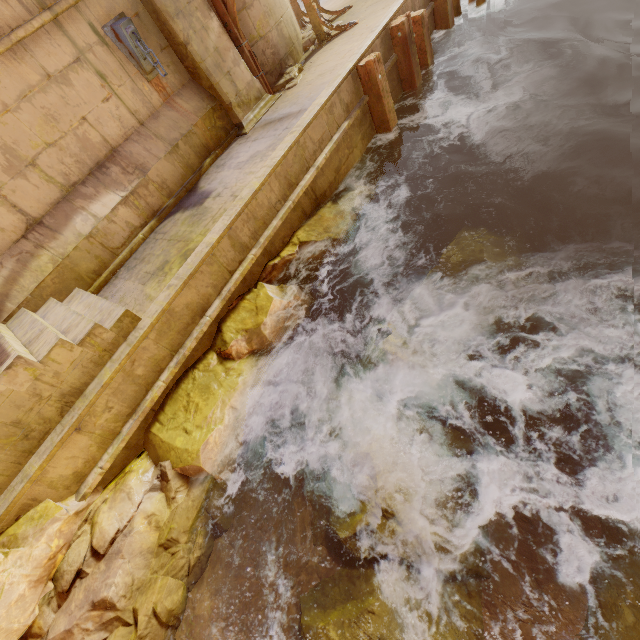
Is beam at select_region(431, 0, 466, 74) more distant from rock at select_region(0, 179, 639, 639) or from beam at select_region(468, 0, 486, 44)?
rock at select_region(0, 179, 639, 639)

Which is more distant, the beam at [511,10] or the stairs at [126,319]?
the beam at [511,10]

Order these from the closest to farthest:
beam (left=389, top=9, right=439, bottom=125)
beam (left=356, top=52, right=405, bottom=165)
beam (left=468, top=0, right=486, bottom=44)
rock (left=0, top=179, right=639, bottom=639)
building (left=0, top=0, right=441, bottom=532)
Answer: rock (left=0, top=179, right=639, bottom=639)
building (left=0, top=0, right=441, bottom=532)
beam (left=356, top=52, right=405, bottom=165)
beam (left=389, top=9, right=439, bottom=125)
beam (left=468, top=0, right=486, bottom=44)

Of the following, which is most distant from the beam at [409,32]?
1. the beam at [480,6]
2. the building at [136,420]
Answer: the beam at [480,6]

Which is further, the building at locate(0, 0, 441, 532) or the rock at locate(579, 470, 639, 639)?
the building at locate(0, 0, 441, 532)

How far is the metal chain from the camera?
5.7 meters

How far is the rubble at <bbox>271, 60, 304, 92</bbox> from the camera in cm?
785

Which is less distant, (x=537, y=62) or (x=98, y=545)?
(x=98, y=545)
